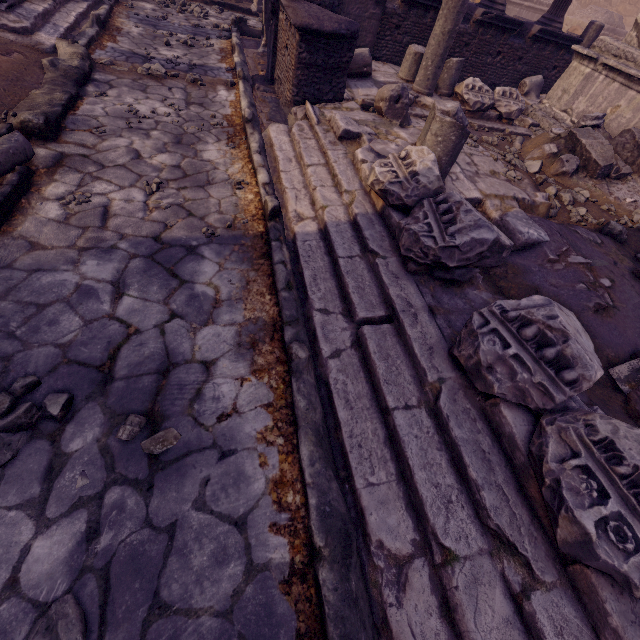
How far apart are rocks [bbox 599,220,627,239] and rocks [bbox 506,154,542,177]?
1.1 meters

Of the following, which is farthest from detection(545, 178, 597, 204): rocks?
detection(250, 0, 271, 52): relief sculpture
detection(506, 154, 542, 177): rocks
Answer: detection(250, 0, 271, 52): relief sculpture

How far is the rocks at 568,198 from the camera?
4.8m

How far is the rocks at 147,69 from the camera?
5.24m

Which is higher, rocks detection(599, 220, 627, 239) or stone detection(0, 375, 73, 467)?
rocks detection(599, 220, 627, 239)

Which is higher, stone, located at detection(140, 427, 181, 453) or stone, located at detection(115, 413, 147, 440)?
stone, located at detection(115, 413, 147, 440)

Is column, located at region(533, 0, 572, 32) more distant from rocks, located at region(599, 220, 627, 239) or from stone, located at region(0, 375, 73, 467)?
stone, located at region(0, 375, 73, 467)

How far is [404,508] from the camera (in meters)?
1.88
